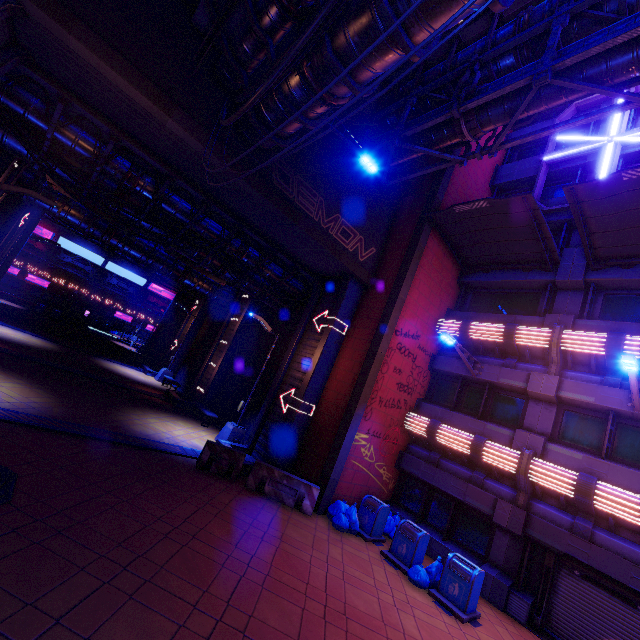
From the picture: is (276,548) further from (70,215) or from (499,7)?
(70,215)

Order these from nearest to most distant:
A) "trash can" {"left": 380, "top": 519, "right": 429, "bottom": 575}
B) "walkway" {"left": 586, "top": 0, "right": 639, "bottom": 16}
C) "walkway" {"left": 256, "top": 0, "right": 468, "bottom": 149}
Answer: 1. "walkway" {"left": 256, "top": 0, "right": 468, "bottom": 149}
2. "walkway" {"left": 586, "top": 0, "right": 639, "bottom": 16}
3. "trash can" {"left": 380, "top": 519, "right": 429, "bottom": 575}

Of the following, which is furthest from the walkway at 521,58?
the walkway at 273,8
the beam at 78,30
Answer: the beam at 78,30

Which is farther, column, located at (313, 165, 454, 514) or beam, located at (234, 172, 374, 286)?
column, located at (313, 165, 454, 514)

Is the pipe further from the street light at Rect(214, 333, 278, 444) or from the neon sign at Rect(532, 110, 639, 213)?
the street light at Rect(214, 333, 278, 444)

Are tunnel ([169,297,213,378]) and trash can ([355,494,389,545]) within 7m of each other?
no

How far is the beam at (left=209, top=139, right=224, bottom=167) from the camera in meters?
10.0 m

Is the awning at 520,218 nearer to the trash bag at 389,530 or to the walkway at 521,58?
the walkway at 521,58
